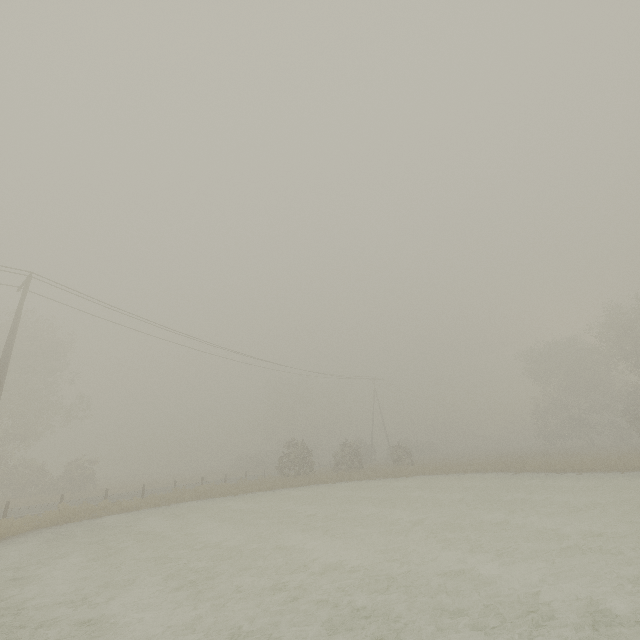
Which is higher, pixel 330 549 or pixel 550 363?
pixel 550 363
